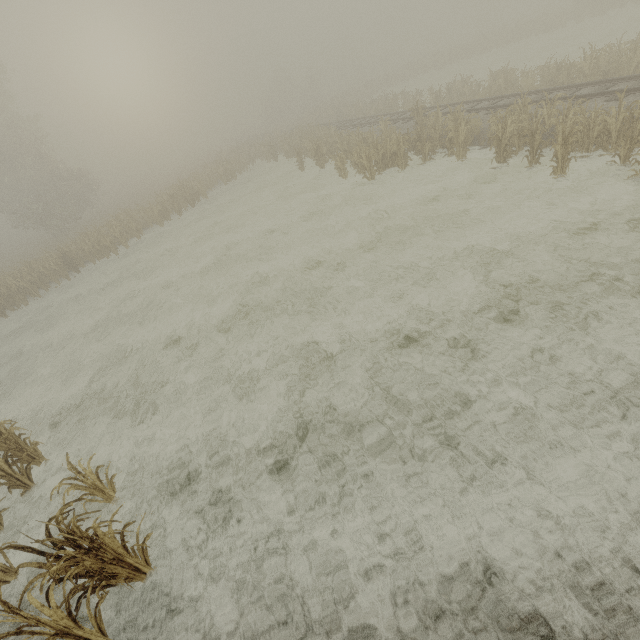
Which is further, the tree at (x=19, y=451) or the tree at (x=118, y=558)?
the tree at (x=19, y=451)

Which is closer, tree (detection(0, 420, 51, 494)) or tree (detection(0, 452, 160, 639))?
tree (detection(0, 452, 160, 639))

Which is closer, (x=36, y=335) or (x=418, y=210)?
(x=418, y=210)
